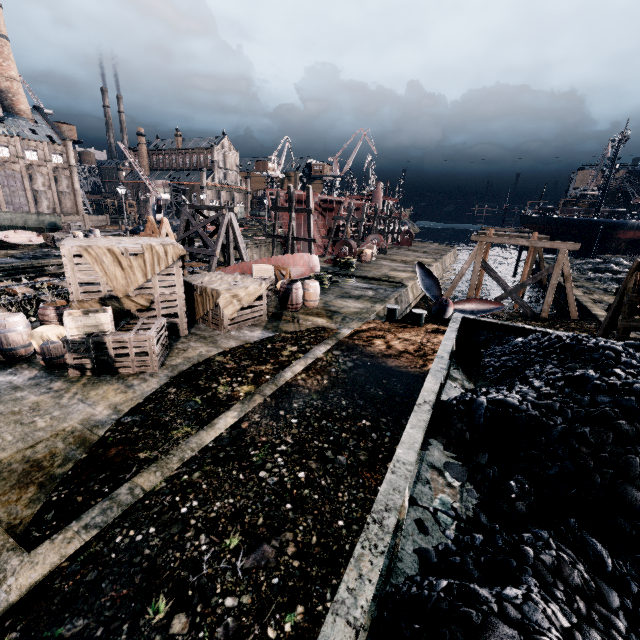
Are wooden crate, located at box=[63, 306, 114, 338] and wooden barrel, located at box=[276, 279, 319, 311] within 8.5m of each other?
yes

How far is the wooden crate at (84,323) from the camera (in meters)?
9.08

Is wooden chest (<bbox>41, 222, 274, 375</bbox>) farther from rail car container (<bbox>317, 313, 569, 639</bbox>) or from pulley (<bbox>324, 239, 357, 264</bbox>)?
pulley (<bbox>324, 239, 357, 264</bbox>)

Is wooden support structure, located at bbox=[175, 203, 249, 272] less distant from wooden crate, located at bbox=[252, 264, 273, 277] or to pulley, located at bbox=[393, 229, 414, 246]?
wooden crate, located at bbox=[252, 264, 273, 277]

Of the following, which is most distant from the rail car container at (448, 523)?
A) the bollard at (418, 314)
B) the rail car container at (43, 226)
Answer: the rail car container at (43, 226)

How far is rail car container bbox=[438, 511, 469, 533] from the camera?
4.39m

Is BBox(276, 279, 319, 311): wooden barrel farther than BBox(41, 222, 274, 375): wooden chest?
Yes

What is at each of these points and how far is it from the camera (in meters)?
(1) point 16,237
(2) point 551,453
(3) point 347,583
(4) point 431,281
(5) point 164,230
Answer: (1) crane plate, 28.84
(2) coal pile, 3.64
(3) rail car container, 2.30
(4) propeller, 19.73
(5) ladder, 15.26
